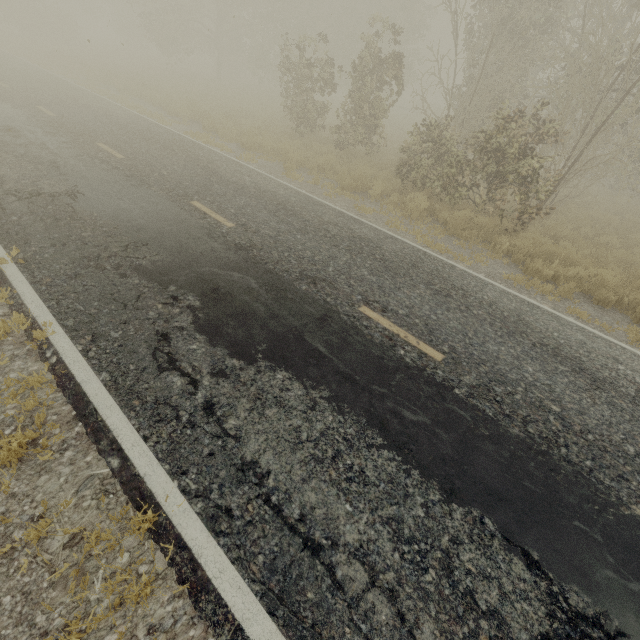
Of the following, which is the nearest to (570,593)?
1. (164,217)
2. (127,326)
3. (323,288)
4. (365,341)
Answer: (365,341)
